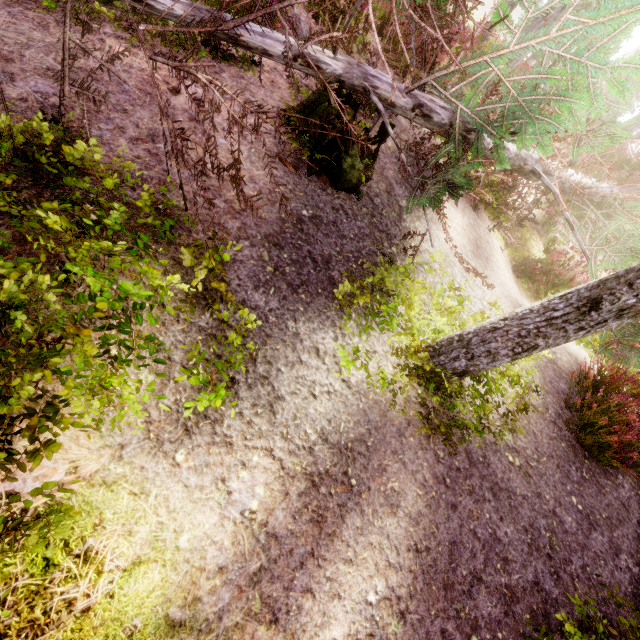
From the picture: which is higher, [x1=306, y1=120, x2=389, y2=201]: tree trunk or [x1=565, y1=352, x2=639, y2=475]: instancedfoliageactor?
[x1=565, y1=352, x2=639, y2=475]: instancedfoliageactor

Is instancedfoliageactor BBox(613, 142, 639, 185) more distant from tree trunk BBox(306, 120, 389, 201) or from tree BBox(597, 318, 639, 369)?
tree trunk BBox(306, 120, 389, 201)

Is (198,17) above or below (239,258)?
above

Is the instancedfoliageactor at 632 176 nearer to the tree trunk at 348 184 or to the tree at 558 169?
the tree at 558 169

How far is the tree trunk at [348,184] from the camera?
3.5m

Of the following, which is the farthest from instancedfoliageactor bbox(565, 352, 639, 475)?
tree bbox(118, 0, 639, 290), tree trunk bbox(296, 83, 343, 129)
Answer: tree trunk bbox(296, 83, 343, 129)

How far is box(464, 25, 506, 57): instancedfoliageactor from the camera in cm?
1080
